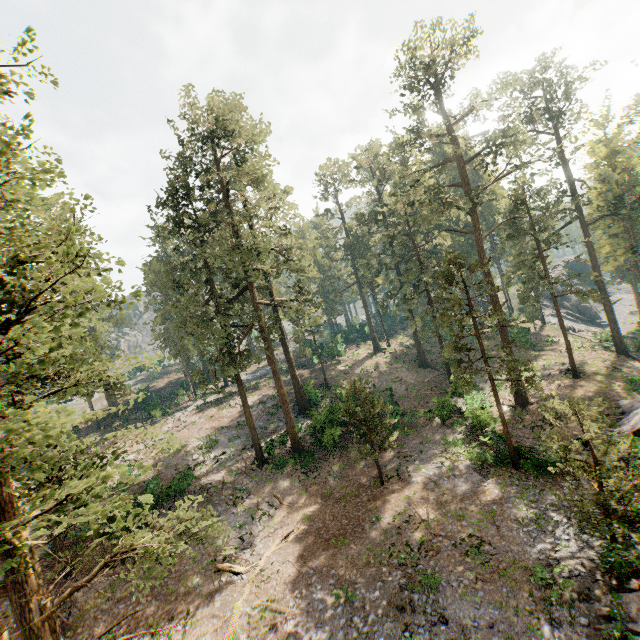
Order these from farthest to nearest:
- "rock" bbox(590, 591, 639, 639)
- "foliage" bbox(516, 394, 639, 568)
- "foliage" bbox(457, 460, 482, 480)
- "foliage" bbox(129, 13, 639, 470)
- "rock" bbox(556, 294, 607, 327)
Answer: "rock" bbox(556, 294, 607, 327)
"foliage" bbox(129, 13, 639, 470)
"foliage" bbox(457, 460, 482, 480)
"foliage" bbox(516, 394, 639, 568)
"rock" bbox(590, 591, 639, 639)

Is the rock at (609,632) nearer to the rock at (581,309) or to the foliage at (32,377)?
the foliage at (32,377)

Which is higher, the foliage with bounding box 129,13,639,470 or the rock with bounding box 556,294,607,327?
the foliage with bounding box 129,13,639,470

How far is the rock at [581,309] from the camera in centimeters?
5647cm

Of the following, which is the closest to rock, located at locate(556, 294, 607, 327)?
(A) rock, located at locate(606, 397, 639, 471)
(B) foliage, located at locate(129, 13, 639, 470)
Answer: (B) foliage, located at locate(129, 13, 639, 470)

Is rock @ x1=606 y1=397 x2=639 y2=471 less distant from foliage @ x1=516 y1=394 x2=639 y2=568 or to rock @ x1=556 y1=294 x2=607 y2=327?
foliage @ x1=516 y1=394 x2=639 y2=568

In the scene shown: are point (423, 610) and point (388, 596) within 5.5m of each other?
yes
